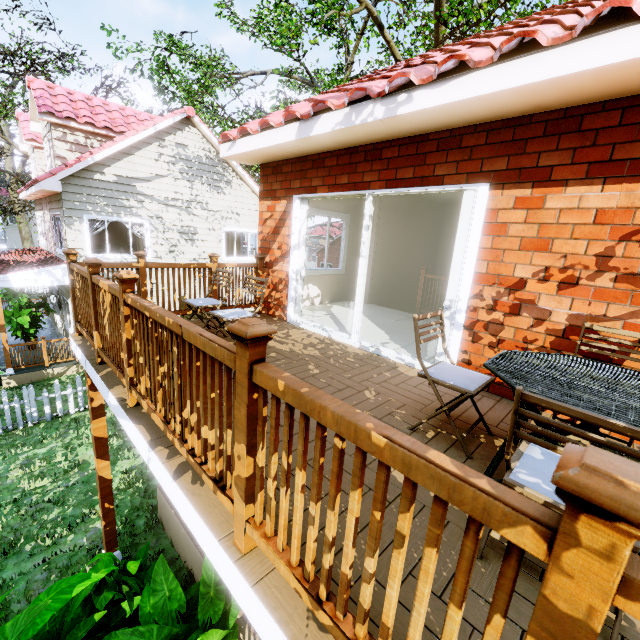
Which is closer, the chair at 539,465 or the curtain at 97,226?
the chair at 539,465

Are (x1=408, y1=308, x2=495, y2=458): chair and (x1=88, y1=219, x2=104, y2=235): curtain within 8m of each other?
no

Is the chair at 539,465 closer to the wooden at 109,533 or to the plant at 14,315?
the wooden at 109,533

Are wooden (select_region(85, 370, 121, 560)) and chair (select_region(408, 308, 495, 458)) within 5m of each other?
yes

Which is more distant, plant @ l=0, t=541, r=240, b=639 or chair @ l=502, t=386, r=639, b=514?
plant @ l=0, t=541, r=240, b=639

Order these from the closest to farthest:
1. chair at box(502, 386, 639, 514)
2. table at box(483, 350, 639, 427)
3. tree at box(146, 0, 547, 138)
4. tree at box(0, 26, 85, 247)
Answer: chair at box(502, 386, 639, 514)
table at box(483, 350, 639, 427)
tree at box(146, 0, 547, 138)
tree at box(0, 26, 85, 247)

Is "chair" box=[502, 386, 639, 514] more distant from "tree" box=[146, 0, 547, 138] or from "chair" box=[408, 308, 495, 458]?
"tree" box=[146, 0, 547, 138]

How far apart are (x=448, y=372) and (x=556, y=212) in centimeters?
180cm
